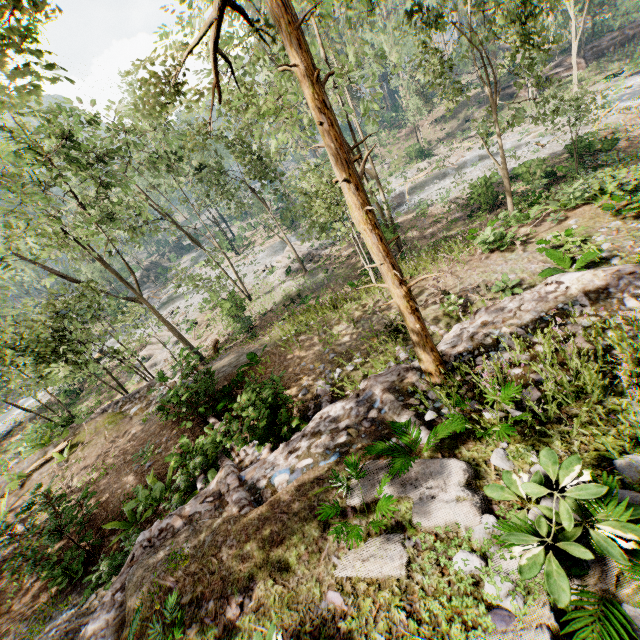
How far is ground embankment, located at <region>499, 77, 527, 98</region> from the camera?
41.2 meters

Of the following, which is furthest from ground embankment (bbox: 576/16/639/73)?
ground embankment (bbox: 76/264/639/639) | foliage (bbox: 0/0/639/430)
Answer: ground embankment (bbox: 76/264/639/639)

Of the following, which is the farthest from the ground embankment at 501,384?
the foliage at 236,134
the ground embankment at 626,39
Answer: the ground embankment at 626,39

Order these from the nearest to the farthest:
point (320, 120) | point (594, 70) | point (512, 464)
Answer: point (320, 120), point (512, 464), point (594, 70)

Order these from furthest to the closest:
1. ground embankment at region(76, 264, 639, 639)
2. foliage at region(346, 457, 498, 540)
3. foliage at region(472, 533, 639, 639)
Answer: ground embankment at region(76, 264, 639, 639) < foliage at region(346, 457, 498, 540) < foliage at region(472, 533, 639, 639)

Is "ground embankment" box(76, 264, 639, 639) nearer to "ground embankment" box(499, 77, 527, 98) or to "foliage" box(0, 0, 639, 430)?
"foliage" box(0, 0, 639, 430)

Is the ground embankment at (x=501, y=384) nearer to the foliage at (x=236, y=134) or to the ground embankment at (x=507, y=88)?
the foliage at (x=236, y=134)
